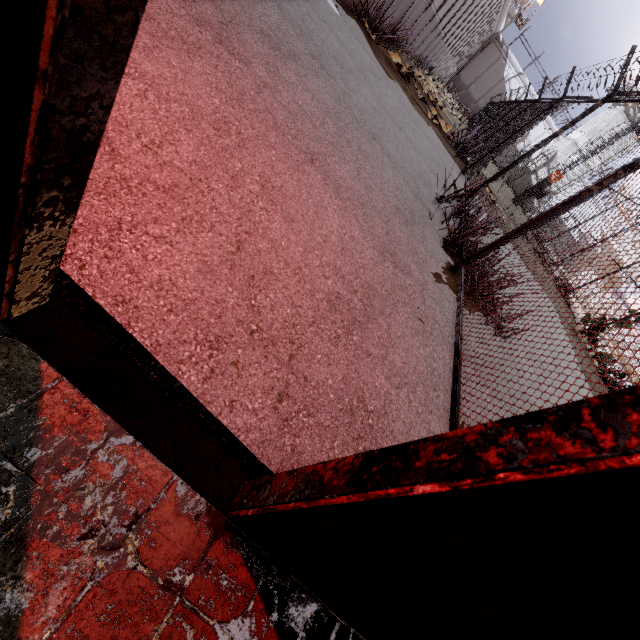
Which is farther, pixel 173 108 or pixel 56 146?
pixel 173 108

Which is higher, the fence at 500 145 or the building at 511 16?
the building at 511 16

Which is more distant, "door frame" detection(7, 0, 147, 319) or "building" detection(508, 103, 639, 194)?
"building" detection(508, 103, 639, 194)

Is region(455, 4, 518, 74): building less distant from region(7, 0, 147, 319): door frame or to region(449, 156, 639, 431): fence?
region(449, 156, 639, 431): fence

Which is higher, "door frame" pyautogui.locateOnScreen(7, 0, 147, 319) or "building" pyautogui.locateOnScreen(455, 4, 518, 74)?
"building" pyautogui.locateOnScreen(455, 4, 518, 74)

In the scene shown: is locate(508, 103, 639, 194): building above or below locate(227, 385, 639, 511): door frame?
above

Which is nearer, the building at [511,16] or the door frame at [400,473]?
the door frame at [400,473]

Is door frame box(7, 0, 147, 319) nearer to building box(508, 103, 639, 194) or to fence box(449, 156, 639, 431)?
fence box(449, 156, 639, 431)
